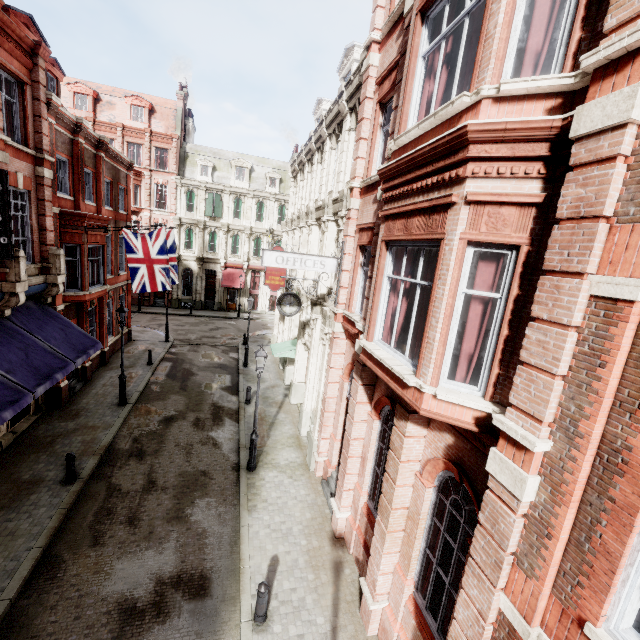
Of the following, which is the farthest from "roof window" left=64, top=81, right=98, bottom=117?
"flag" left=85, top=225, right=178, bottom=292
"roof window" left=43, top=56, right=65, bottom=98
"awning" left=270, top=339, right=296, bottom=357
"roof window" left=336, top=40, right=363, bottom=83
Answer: "awning" left=270, top=339, right=296, bottom=357

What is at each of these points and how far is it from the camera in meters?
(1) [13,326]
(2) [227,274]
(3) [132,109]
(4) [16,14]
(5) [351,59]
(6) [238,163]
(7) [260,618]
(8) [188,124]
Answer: (1) awning, 10.7
(2) awning, 36.6
(3) roof window, 32.7
(4) roof window, 12.1
(5) roof window, 14.3
(6) roof window, 36.0
(7) post, 7.2
(8) chimney, 36.2

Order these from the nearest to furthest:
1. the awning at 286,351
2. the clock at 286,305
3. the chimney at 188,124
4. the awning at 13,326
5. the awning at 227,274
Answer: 1. the awning at 13,326
2. the clock at 286,305
3. the awning at 286,351
4. the chimney at 188,124
5. the awning at 227,274

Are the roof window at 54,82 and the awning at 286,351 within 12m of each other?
no

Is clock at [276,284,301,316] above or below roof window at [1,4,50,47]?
below

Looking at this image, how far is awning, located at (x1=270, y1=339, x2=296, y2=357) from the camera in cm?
1709

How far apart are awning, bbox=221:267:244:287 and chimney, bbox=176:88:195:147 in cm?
1461

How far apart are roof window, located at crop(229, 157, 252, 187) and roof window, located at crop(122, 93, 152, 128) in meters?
8.4 m
